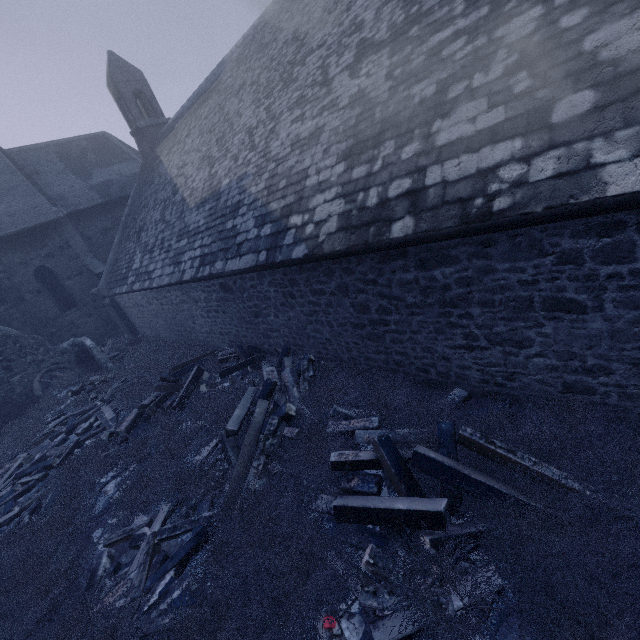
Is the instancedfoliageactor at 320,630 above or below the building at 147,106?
below

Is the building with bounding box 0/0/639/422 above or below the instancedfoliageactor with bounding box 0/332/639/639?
above

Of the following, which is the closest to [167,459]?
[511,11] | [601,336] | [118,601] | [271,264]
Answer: [118,601]
